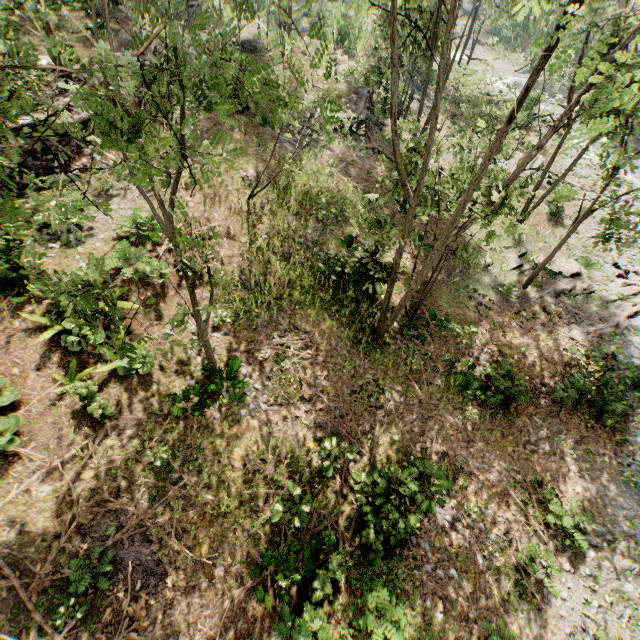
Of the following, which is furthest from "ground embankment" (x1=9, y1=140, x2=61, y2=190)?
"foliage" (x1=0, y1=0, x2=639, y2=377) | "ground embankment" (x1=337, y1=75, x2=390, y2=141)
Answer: "ground embankment" (x1=337, y1=75, x2=390, y2=141)

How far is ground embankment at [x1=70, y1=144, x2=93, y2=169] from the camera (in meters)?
13.95

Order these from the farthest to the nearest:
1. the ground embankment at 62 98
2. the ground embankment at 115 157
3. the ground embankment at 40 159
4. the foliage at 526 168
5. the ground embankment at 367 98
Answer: the ground embankment at 367 98
the ground embankment at 115 157
the ground embankment at 62 98
the ground embankment at 40 159
the foliage at 526 168

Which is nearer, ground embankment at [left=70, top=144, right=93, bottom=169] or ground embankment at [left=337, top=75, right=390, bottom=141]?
ground embankment at [left=70, top=144, right=93, bottom=169]

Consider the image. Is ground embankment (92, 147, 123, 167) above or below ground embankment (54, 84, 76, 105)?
below

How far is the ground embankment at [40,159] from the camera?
12.9m

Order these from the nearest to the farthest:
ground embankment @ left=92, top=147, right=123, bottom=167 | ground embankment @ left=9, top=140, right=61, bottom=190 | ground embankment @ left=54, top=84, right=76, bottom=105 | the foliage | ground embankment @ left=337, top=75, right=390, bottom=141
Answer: the foliage → ground embankment @ left=9, top=140, right=61, bottom=190 → ground embankment @ left=54, top=84, right=76, bottom=105 → ground embankment @ left=92, top=147, right=123, bottom=167 → ground embankment @ left=337, top=75, right=390, bottom=141

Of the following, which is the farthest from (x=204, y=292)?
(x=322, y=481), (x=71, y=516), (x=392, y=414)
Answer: (x=392, y=414)
